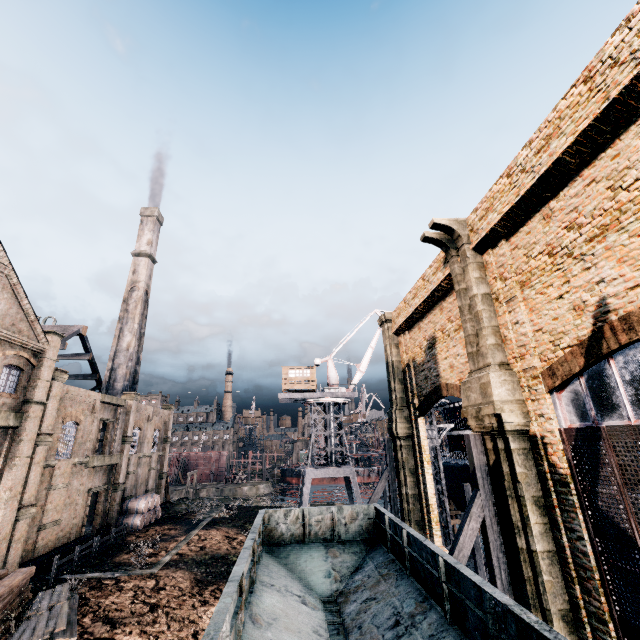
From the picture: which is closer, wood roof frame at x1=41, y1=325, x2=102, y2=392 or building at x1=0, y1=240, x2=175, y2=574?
building at x1=0, y1=240, x2=175, y2=574

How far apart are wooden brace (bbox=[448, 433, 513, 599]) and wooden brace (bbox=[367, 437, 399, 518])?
11.7 meters

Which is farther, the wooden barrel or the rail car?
the wooden barrel

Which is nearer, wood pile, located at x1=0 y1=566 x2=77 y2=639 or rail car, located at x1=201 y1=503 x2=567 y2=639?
rail car, located at x1=201 y1=503 x2=567 y2=639

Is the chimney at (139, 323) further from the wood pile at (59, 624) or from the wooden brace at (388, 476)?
the wooden brace at (388, 476)

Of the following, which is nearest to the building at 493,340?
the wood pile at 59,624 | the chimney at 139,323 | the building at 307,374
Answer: the wood pile at 59,624

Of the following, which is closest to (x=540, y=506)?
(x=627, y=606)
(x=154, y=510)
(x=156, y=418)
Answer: (x=627, y=606)

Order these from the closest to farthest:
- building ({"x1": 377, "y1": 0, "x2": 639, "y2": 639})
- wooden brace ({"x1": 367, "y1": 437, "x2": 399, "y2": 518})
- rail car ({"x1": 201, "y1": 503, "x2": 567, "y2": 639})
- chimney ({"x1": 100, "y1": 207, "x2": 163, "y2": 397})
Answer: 1. rail car ({"x1": 201, "y1": 503, "x2": 567, "y2": 639})
2. building ({"x1": 377, "y1": 0, "x2": 639, "y2": 639})
3. wooden brace ({"x1": 367, "y1": 437, "x2": 399, "y2": 518})
4. chimney ({"x1": 100, "y1": 207, "x2": 163, "y2": 397})
